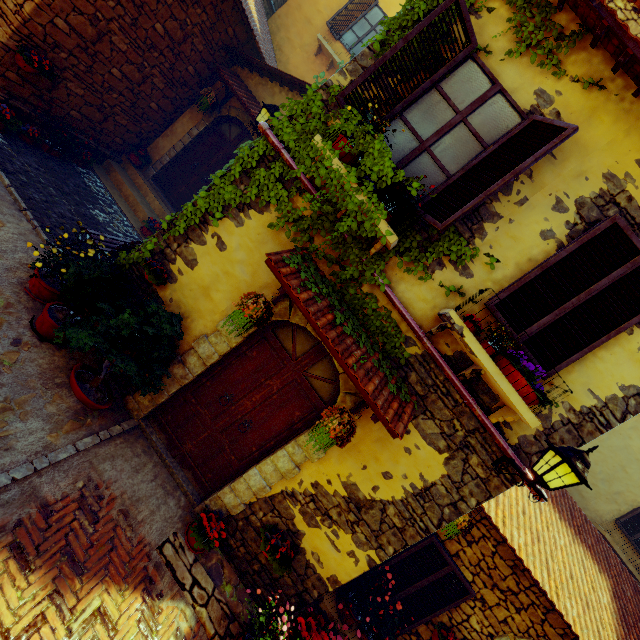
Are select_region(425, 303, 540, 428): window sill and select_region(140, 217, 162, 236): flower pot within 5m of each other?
no

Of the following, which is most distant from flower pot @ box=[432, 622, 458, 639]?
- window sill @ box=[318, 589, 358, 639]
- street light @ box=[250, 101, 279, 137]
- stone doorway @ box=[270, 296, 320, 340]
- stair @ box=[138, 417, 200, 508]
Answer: street light @ box=[250, 101, 279, 137]

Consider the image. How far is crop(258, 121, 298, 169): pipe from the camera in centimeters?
412cm

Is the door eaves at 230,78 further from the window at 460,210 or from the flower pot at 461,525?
the flower pot at 461,525

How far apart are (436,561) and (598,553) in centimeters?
422cm

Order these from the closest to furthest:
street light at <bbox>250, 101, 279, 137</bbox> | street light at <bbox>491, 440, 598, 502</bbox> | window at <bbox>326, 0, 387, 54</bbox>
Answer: street light at <bbox>491, 440, 598, 502</bbox>
street light at <bbox>250, 101, 279, 137</bbox>
window at <bbox>326, 0, 387, 54</bbox>

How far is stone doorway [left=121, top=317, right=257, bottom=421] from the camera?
4.4 meters

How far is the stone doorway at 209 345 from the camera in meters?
4.4 m
